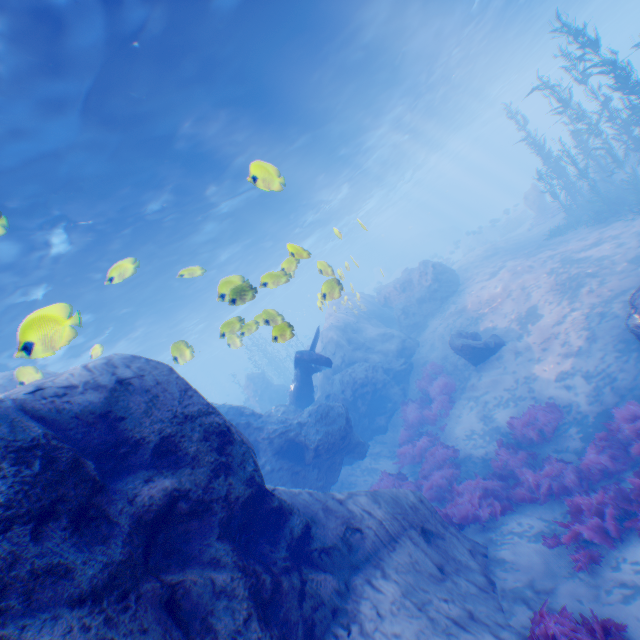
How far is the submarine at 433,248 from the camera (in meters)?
52.54

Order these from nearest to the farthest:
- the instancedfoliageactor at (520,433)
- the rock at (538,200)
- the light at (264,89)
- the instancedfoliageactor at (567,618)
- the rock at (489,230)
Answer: the instancedfoliageactor at (567,618), the light at (264,89), the instancedfoliageactor at (520,433), the rock at (538,200), the rock at (489,230)

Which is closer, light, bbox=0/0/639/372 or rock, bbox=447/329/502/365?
light, bbox=0/0/639/372

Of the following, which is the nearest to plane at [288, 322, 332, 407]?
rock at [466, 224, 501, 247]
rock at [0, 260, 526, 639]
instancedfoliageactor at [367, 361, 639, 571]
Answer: rock at [0, 260, 526, 639]

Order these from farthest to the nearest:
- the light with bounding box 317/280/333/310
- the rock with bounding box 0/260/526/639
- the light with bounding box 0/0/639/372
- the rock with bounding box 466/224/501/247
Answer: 1. the rock with bounding box 466/224/501/247
2. the light with bounding box 317/280/333/310
3. the light with bounding box 0/0/639/372
4. the rock with bounding box 0/260/526/639

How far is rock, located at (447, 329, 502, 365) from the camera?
13.6m

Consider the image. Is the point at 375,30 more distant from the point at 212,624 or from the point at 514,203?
the point at 514,203

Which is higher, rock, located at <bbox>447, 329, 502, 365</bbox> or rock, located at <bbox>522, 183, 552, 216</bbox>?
rock, located at <bbox>522, 183, 552, 216</bbox>
